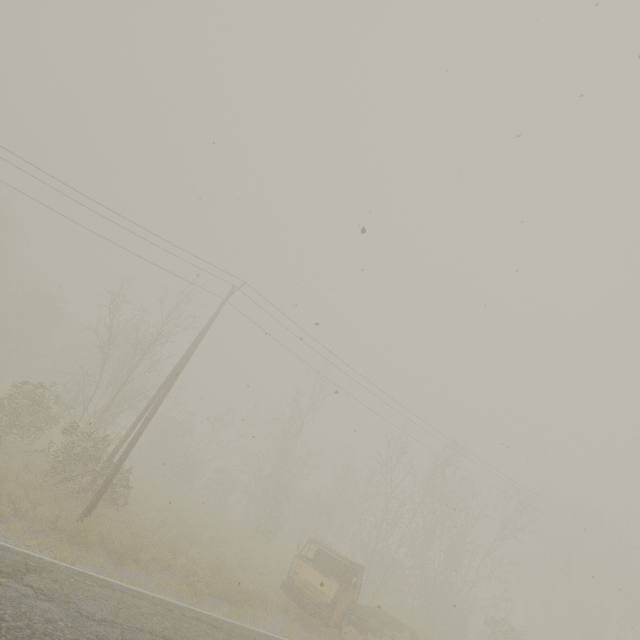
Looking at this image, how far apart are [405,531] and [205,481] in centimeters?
3565cm
